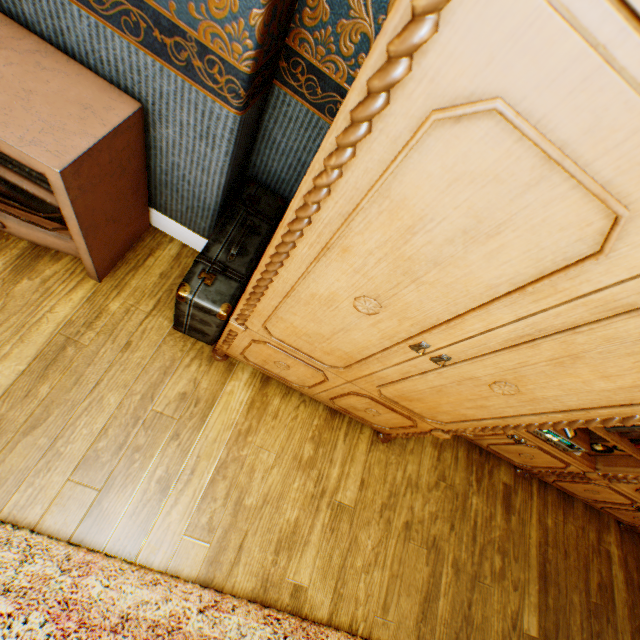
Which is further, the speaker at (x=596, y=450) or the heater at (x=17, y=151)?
the speaker at (x=596, y=450)

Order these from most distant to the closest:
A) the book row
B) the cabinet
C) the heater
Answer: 1. the book row
2. the heater
3. the cabinet

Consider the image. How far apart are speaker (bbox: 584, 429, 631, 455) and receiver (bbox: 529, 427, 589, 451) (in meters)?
0.12

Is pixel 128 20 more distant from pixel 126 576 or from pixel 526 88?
pixel 126 576

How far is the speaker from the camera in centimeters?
207cm

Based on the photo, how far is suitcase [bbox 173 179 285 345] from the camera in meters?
1.6 m

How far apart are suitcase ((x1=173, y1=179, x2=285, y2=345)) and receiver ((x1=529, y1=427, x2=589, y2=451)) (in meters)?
1.88

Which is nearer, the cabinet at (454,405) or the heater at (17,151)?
the cabinet at (454,405)
